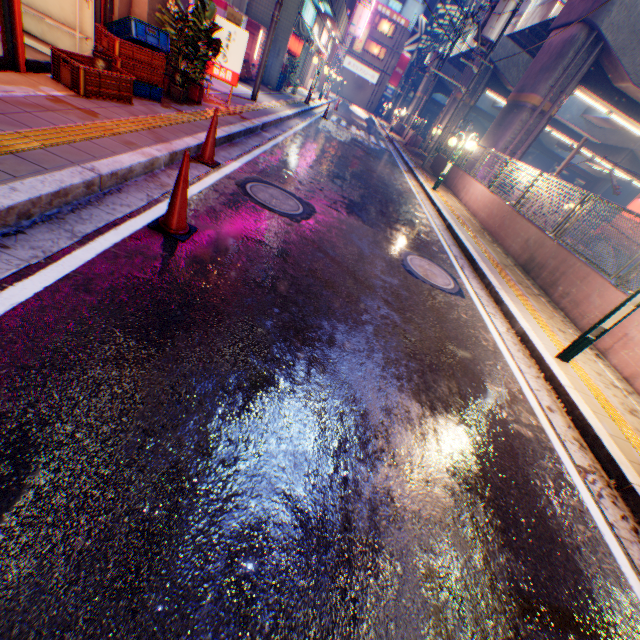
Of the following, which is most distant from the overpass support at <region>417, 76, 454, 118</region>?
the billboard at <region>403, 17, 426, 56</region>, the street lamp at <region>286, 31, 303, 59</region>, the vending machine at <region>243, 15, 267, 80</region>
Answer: the vending machine at <region>243, 15, 267, 80</region>

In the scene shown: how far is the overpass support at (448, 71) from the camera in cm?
3643

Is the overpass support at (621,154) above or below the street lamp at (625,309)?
above

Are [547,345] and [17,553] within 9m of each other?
yes

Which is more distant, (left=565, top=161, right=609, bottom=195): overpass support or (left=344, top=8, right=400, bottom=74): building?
(left=344, top=8, right=400, bottom=74): building

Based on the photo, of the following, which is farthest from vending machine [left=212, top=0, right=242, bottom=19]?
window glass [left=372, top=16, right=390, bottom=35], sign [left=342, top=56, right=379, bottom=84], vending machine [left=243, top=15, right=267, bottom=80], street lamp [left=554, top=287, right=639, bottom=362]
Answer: window glass [left=372, top=16, right=390, bottom=35]

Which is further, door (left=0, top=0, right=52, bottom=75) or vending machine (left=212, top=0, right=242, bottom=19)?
vending machine (left=212, top=0, right=242, bottom=19)

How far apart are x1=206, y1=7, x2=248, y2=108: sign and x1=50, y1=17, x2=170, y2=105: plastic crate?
2.34m
